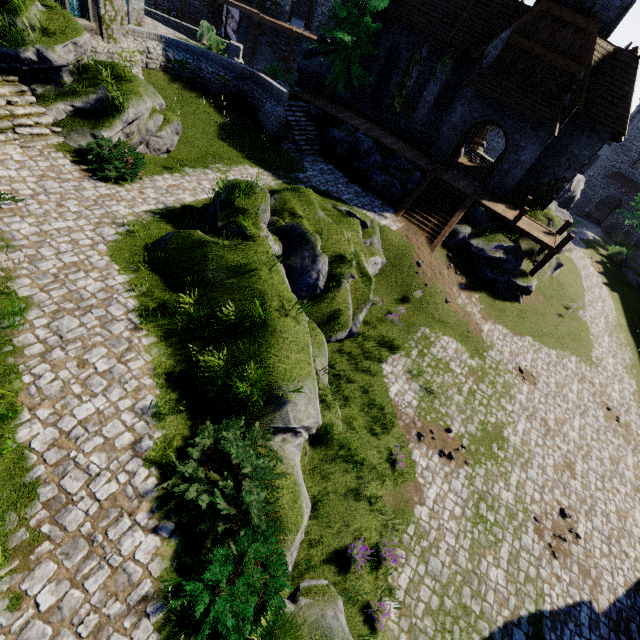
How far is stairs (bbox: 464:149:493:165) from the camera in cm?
3064

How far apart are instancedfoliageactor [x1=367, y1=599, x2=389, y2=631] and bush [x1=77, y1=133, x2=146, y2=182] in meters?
15.5 m

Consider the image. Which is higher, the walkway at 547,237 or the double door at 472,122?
the double door at 472,122

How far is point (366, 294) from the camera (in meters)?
14.22

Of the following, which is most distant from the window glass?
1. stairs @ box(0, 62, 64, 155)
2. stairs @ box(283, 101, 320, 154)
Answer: stairs @ box(283, 101, 320, 154)

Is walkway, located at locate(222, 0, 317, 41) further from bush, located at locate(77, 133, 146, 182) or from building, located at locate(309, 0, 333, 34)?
bush, located at locate(77, 133, 146, 182)

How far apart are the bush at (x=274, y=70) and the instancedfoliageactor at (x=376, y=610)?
32.3 meters

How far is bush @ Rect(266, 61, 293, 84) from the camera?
25.8m
